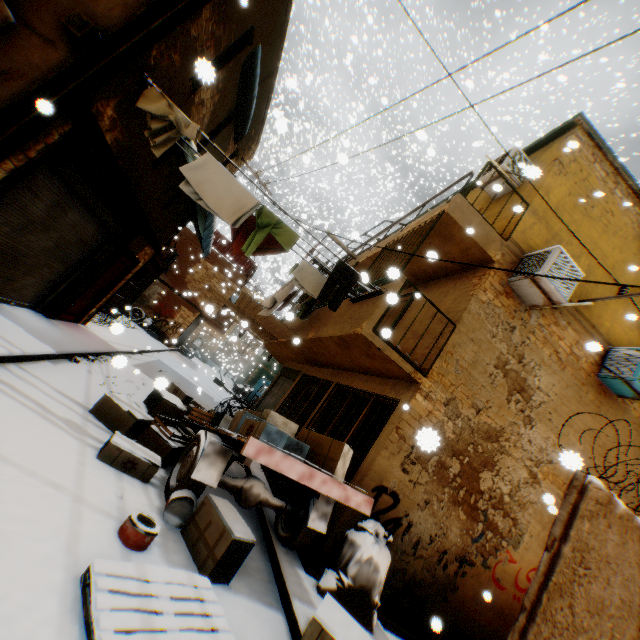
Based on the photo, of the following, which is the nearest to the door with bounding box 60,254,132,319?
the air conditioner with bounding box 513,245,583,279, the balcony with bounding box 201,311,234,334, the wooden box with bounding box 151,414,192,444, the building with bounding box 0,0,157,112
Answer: the building with bounding box 0,0,157,112

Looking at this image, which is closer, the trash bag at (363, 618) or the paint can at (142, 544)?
the paint can at (142, 544)

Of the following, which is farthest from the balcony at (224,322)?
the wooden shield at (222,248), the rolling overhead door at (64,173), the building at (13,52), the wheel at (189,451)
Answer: the wheel at (189,451)

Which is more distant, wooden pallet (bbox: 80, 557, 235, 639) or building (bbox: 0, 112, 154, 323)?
building (bbox: 0, 112, 154, 323)

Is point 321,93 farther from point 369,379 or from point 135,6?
point 369,379

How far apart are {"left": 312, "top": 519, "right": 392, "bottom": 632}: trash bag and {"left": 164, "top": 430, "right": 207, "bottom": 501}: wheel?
2.0m

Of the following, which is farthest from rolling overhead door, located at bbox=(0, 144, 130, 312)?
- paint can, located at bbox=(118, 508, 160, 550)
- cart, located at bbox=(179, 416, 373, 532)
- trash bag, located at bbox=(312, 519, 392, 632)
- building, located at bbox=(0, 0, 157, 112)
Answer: trash bag, located at bbox=(312, 519, 392, 632)

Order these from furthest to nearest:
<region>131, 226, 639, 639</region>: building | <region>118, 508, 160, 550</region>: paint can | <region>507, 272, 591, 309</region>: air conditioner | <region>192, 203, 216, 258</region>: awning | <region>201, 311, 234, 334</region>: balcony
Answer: <region>201, 311, 234, 334</region>: balcony
<region>192, 203, 216, 258</region>: awning
<region>507, 272, 591, 309</region>: air conditioner
<region>131, 226, 639, 639</region>: building
<region>118, 508, 160, 550</region>: paint can
